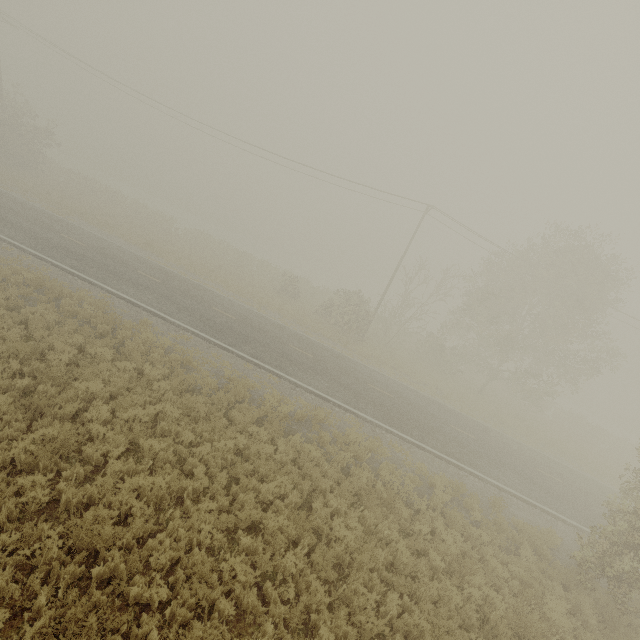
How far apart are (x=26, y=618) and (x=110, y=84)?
37.8 meters
